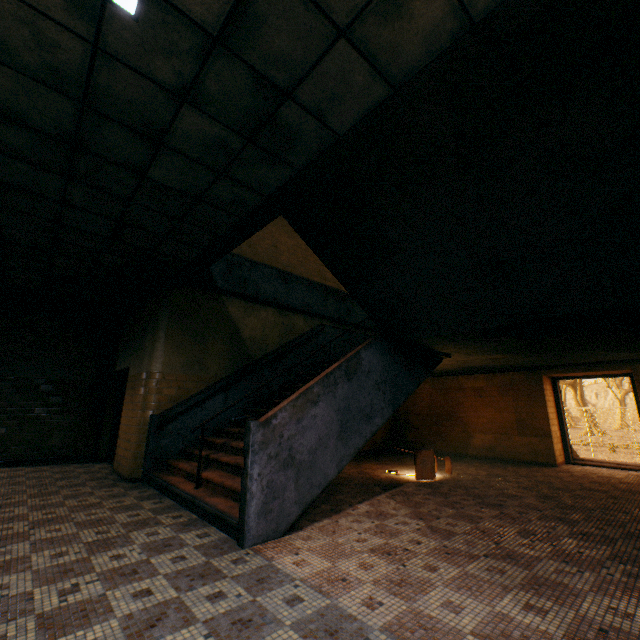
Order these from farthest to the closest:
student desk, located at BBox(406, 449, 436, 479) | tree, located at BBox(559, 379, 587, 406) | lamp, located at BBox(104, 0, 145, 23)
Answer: tree, located at BBox(559, 379, 587, 406), student desk, located at BBox(406, 449, 436, 479), lamp, located at BBox(104, 0, 145, 23)

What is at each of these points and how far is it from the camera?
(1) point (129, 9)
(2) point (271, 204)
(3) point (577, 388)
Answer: (1) lamp, 2.2 meters
(2) stairs, 4.3 meters
(3) tree, 37.7 meters

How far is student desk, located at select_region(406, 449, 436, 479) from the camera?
6.19m

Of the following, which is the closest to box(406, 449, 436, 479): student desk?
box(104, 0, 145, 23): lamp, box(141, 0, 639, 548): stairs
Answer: box(141, 0, 639, 548): stairs

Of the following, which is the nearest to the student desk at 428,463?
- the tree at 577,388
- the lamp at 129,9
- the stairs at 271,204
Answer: the stairs at 271,204

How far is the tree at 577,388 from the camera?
37.4m

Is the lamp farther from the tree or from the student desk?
the tree

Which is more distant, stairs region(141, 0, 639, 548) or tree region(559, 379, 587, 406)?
tree region(559, 379, 587, 406)
